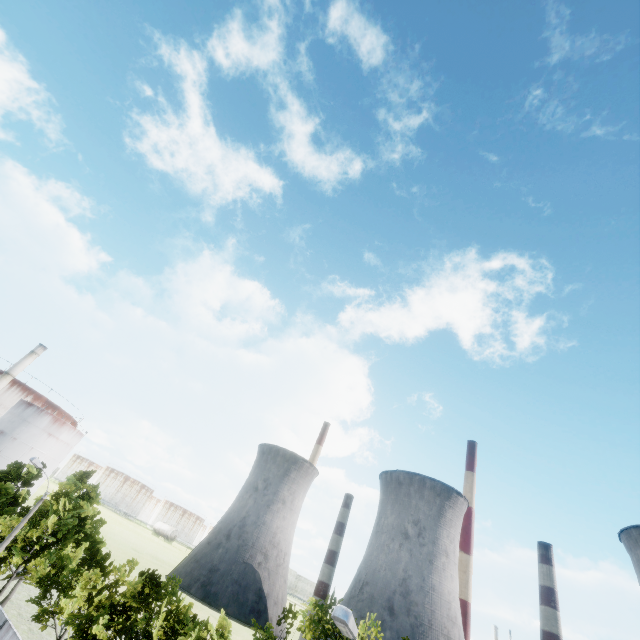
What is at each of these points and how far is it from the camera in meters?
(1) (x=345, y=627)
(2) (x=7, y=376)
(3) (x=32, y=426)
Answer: (1) lamp post, 7.7 m
(2) chimney, 54.3 m
(3) storage tank, 56.6 m

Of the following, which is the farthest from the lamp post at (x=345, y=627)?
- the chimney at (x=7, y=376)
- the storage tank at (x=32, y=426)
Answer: the storage tank at (x=32, y=426)

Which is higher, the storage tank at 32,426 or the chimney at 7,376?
the chimney at 7,376

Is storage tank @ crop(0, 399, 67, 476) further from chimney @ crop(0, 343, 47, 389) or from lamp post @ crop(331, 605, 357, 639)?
lamp post @ crop(331, 605, 357, 639)

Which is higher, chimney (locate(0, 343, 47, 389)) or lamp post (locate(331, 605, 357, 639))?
chimney (locate(0, 343, 47, 389))

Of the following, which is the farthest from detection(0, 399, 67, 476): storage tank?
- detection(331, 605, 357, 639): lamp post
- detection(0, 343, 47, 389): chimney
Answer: detection(331, 605, 357, 639): lamp post
